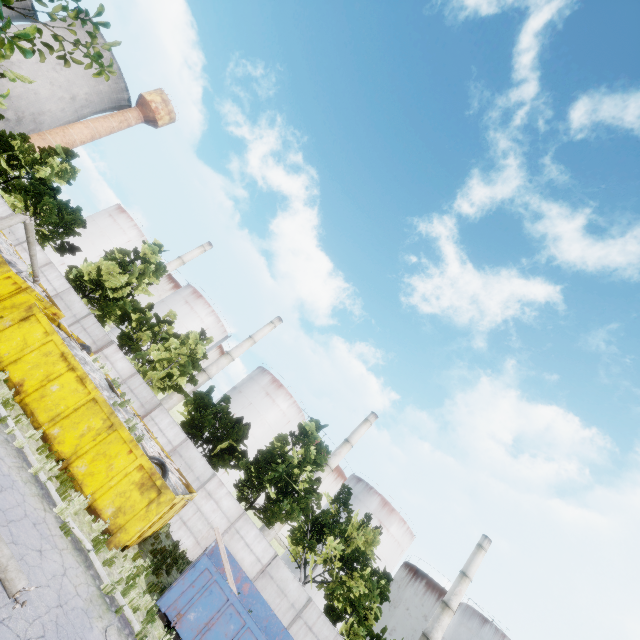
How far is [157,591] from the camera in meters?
11.5

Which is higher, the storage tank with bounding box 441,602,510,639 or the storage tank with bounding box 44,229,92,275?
the storage tank with bounding box 441,602,510,639

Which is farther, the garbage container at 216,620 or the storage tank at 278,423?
the storage tank at 278,423

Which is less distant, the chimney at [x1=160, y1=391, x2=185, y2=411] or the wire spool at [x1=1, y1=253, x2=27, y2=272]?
the wire spool at [x1=1, y1=253, x2=27, y2=272]

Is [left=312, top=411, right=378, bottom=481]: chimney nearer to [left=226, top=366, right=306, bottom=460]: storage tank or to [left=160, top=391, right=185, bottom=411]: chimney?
[left=226, top=366, right=306, bottom=460]: storage tank

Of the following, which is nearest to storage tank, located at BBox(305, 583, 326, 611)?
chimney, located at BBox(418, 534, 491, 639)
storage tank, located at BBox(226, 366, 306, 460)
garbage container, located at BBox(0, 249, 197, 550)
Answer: chimney, located at BBox(418, 534, 491, 639)

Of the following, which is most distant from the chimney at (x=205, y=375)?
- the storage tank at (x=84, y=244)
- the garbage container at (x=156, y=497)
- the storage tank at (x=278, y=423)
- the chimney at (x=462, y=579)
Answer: the chimney at (x=462, y=579)

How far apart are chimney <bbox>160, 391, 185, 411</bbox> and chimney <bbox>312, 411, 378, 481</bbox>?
21.6m
